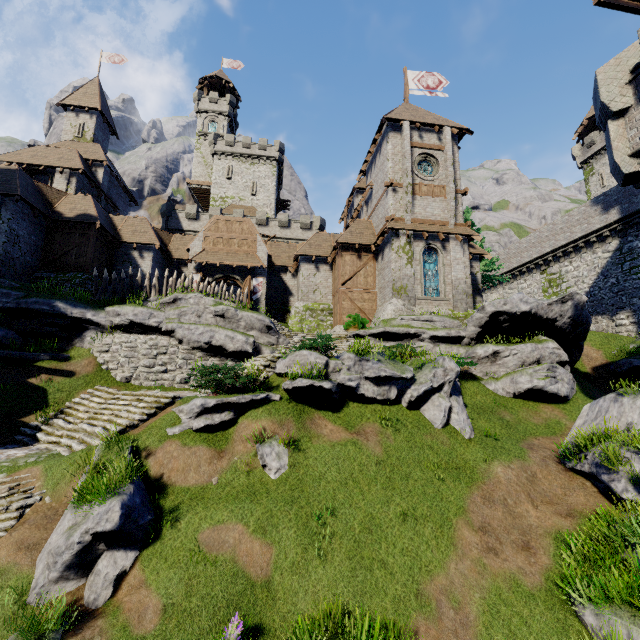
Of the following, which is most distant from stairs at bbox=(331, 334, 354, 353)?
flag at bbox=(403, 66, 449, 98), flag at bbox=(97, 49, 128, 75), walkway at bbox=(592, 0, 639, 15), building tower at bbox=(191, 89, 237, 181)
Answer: building tower at bbox=(191, 89, 237, 181)

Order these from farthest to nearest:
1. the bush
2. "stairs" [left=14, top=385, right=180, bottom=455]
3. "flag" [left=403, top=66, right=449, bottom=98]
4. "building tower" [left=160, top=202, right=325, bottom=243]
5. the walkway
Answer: "building tower" [left=160, top=202, right=325, bottom=243] < "flag" [left=403, top=66, right=449, bottom=98] < the bush < the walkway < "stairs" [left=14, top=385, right=180, bottom=455]

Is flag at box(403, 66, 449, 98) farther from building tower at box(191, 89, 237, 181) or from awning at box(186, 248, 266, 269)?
building tower at box(191, 89, 237, 181)

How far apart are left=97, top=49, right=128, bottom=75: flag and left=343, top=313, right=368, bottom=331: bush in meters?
40.9

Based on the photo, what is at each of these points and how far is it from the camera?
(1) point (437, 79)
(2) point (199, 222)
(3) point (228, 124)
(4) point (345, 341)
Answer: (1) flag, 29.8 meters
(2) building tower, 42.2 meters
(3) building tower, 55.1 meters
(4) stairs, 20.9 meters

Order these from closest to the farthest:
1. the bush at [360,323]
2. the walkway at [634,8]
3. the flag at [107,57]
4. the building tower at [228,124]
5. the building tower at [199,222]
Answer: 1. the walkway at [634,8]
2. the bush at [360,323]
3. the flag at [107,57]
4. the building tower at [199,222]
5. the building tower at [228,124]

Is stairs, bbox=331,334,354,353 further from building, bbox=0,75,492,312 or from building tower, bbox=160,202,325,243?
building tower, bbox=160,202,325,243

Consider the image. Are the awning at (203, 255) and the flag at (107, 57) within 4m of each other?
no
